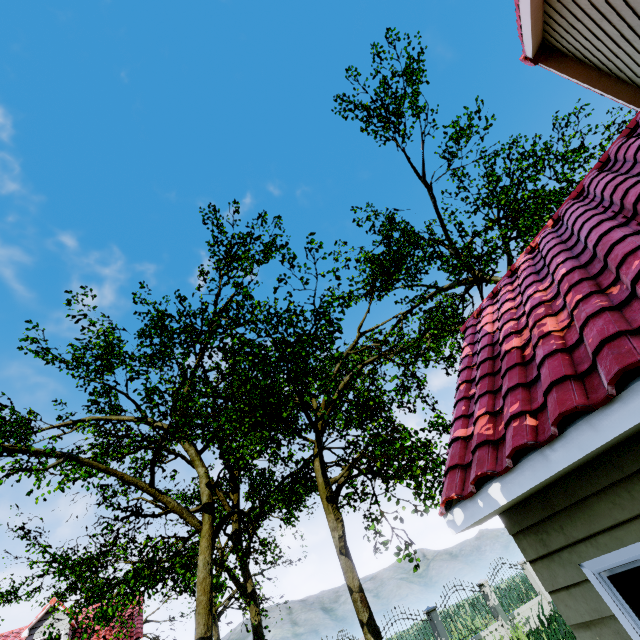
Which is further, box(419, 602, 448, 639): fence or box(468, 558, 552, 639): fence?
box(468, 558, 552, 639): fence

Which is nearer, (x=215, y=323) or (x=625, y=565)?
(x=625, y=565)

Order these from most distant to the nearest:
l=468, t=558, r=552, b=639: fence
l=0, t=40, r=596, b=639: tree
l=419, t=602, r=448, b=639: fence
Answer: l=468, t=558, r=552, b=639: fence
l=419, t=602, r=448, b=639: fence
l=0, t=40, r=596, b=639: tree

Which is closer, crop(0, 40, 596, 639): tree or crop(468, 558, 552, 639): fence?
crop(0, 40, 596, 639): tree

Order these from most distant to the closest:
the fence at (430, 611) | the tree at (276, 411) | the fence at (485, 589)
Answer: the fence at (485, 589)
the fence at (430, 611)
the tree at (276, 411)

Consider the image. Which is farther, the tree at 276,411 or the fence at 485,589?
the fence at 485,589

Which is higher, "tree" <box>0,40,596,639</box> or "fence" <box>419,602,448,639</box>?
"tree" <box>0,40,596,639</box>
